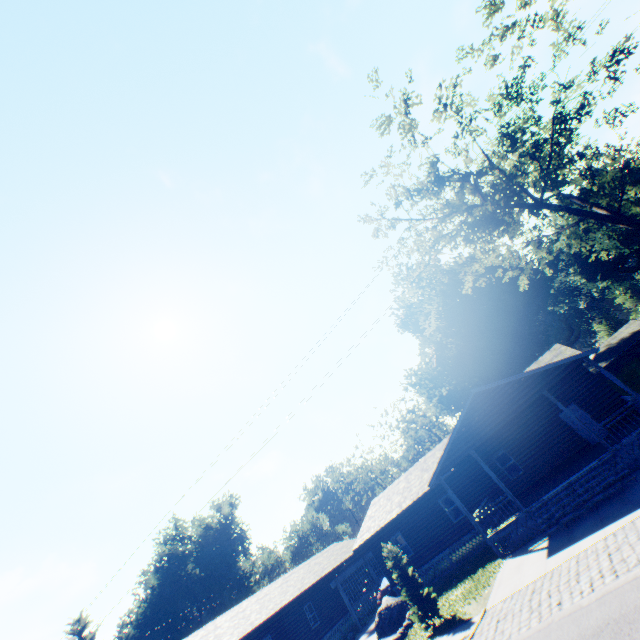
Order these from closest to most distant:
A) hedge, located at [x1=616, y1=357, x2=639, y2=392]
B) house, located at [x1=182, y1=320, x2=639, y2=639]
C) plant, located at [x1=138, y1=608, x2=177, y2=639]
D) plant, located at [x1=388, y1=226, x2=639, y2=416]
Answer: house, located at [x1=182, y1=320, x2=639, y2=639]
hedge, located at [x1=616, y1=357, x2=639, y2=392]
plant, located at [x1=388, y1=226, x2=639, y2=416]
plant, located at [x1=138, y1=608, x2=177, y2=639]

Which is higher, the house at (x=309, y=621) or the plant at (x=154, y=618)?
the plant at (x=154, y=618)

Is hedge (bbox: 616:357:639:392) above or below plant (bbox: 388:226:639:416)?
below

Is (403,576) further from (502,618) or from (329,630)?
(329,630)

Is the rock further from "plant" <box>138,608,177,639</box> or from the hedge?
the hedge

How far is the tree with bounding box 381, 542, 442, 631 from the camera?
14.3 meters

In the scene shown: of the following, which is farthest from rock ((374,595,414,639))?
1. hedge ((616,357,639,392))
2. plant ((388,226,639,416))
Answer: hedge ((616,357,639,392))

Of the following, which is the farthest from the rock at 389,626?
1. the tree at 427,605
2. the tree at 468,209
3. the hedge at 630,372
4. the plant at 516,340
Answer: the hedge at 630,372
